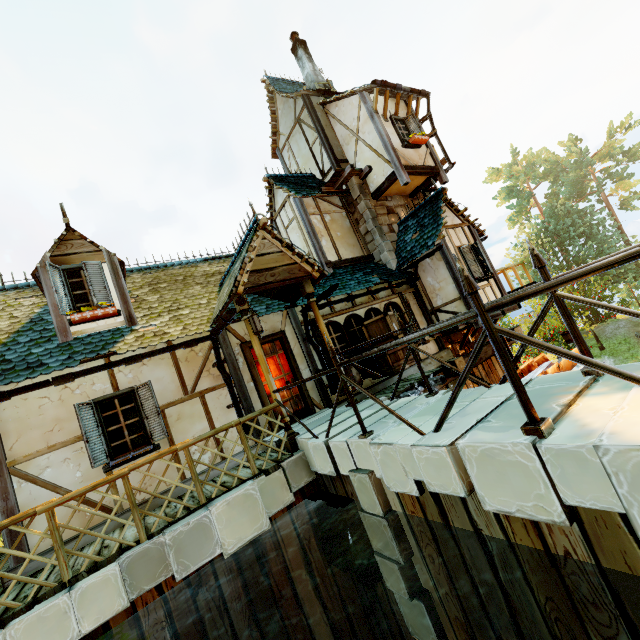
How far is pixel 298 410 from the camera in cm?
788

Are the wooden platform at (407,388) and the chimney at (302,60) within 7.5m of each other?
no

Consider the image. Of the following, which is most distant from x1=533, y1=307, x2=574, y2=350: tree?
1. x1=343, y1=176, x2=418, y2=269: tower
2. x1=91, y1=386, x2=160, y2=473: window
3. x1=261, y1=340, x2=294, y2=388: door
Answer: x1=261, y1=340, x2=294, y2=388: door

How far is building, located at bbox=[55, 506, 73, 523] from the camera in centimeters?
537cm

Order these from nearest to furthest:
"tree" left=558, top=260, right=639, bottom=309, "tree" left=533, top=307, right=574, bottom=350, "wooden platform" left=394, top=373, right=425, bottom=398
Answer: "wooden platform" left=394, top=373, right=425, bottom=398, "tree" left=533, top=307, right=574, bottom=350, "tree" left=558, top=260, right=639, bottom=309

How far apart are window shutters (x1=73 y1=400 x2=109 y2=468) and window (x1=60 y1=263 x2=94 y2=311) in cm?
176

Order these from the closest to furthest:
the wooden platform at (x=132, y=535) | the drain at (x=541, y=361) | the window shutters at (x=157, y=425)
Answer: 1. the wooden platform at (x=132, y=535)
2. the window shutters at (x=157, y=425)
3. the drain at (x=541, y=361)

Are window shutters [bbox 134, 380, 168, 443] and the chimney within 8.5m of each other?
no
